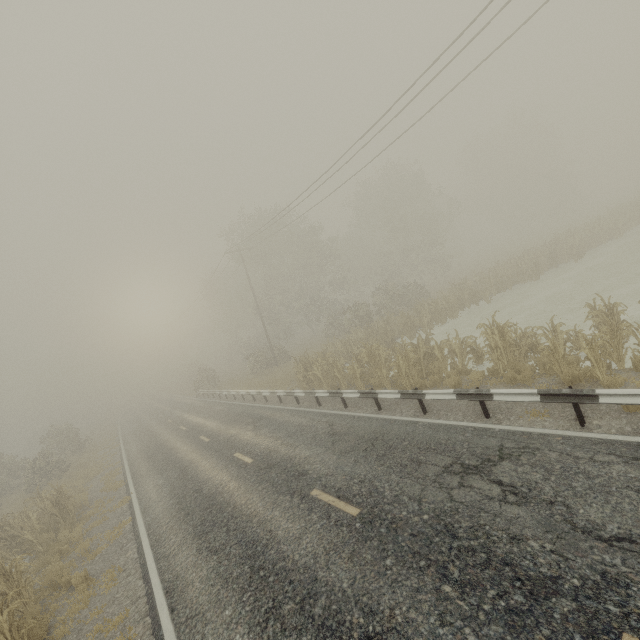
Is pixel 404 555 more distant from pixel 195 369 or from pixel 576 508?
pixel 195 369

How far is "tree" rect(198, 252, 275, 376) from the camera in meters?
31.7

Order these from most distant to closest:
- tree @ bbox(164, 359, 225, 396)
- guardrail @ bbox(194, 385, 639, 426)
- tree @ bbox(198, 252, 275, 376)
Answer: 1. tree @ bbox(164, 359, 225, 396)
2. tree @ bbox(198, 252, 275, 376)
3. guardrail @ bbox(194, 385, 639, 426)

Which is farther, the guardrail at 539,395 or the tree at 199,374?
the tree at 199,374

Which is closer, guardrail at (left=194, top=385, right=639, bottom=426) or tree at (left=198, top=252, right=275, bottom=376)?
guardrail at (left=194, top=385, right=639, bottom=426)

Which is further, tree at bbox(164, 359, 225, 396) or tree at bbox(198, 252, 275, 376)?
tree at bbox(164, 359, 225, 396)

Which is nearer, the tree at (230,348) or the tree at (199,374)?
the tree at (230,348)
